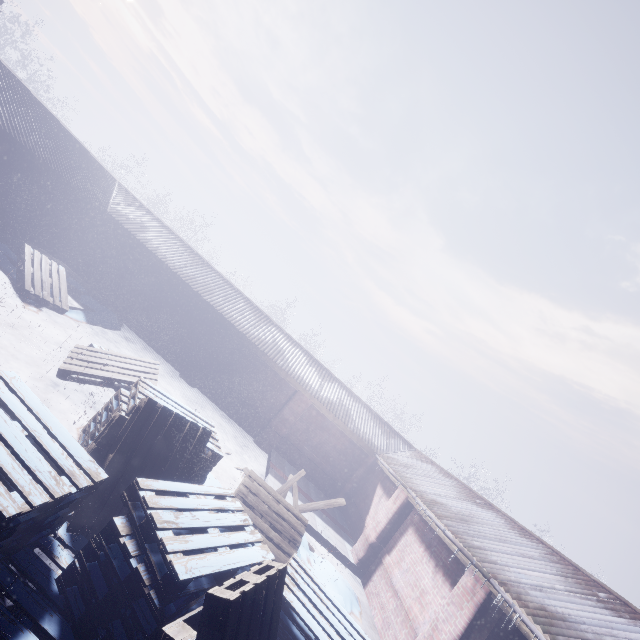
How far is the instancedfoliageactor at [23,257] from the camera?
6.7m

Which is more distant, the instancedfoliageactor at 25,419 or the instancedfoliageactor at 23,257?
the instancedfoliageactor at 23,257

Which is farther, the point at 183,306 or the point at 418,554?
the point at 183,306

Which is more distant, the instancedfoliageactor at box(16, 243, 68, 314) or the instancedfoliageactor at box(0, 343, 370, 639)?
the instancedfoliageactor at box(16, 243, 68, 314)

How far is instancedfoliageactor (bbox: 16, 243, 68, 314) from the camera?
6.7 meters
